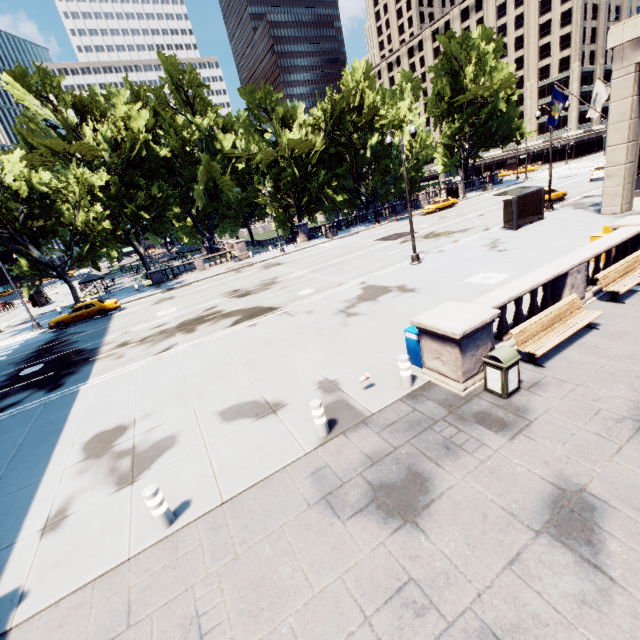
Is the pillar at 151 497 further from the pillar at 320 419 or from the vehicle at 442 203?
the vehicle at 442 203

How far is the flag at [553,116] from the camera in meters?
20.4

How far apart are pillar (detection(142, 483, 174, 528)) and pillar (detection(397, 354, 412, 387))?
5.73m

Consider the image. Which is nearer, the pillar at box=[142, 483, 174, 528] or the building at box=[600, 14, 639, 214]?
the pillar at box=[142, 483, 174, 528]

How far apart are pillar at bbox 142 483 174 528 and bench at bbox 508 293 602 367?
8.4m

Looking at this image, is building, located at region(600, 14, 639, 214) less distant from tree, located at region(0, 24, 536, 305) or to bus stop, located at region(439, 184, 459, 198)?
tree, located at region(0, 24, 536, 305)

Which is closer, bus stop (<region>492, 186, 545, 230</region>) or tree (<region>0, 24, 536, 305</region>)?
bus stop (<region>492, 186, 545, 230</region>)

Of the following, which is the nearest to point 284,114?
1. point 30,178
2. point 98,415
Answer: point 30,178
